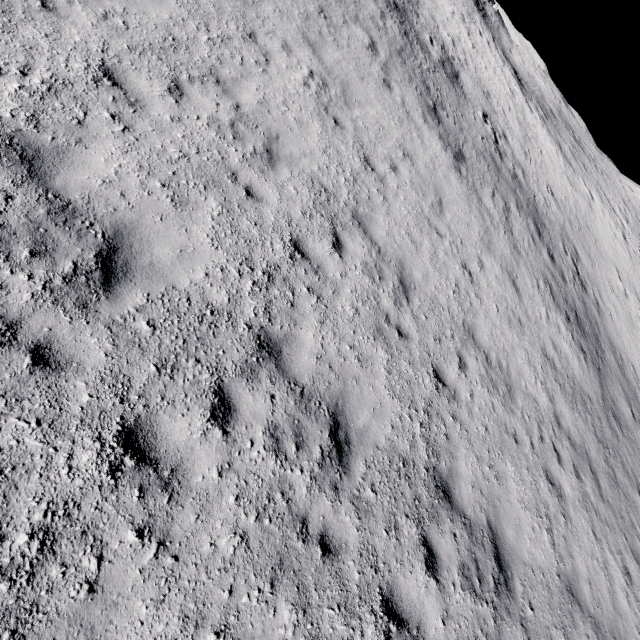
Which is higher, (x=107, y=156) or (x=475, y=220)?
(x=475, y=220)
